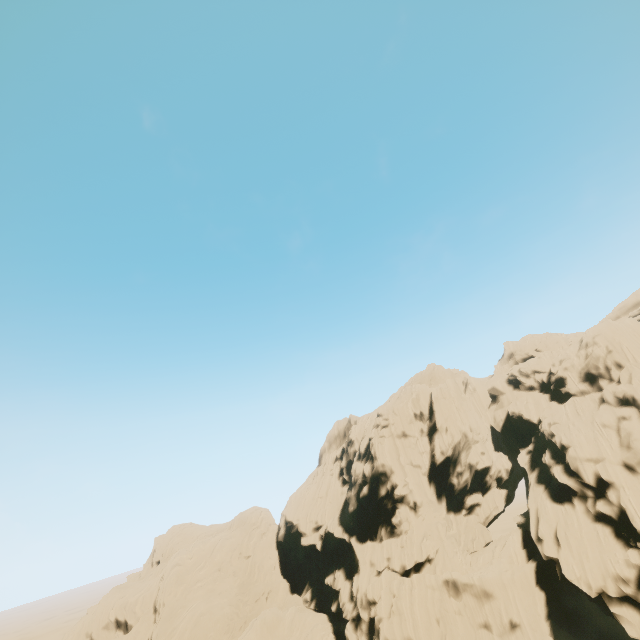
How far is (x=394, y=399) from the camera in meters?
52.4 m
